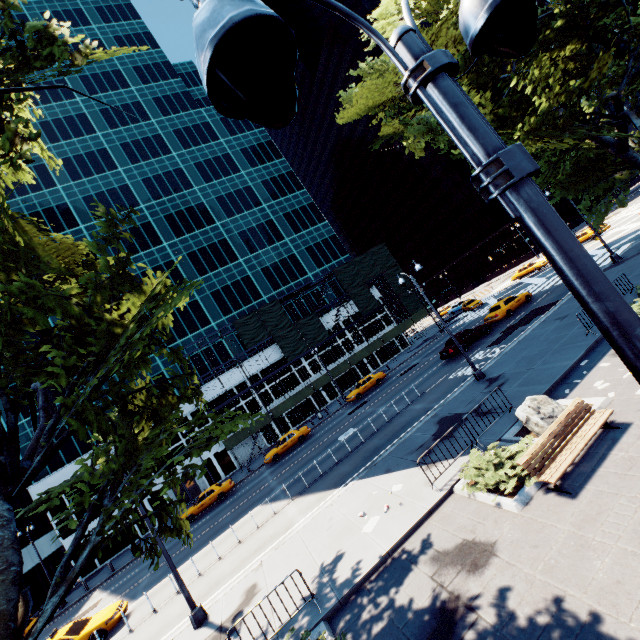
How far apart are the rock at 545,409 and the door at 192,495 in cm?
3749

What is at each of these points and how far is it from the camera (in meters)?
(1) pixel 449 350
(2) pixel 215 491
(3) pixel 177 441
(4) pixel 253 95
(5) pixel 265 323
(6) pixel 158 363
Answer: (1) vehicle, 25.69
(2) vehicle, 29.23
(3) building, 38.25
(4) light, 1.31
(5) scaffolding, 41.09
(6) building, 40.16

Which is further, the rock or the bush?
the rock

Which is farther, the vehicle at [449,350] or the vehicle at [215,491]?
the vehicle at [215,491]

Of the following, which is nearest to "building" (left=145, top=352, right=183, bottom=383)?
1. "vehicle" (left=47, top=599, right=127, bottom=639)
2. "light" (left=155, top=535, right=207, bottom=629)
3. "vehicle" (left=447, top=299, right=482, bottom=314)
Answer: "vehicle" (left=447, top=299, right=482, bottom=314)

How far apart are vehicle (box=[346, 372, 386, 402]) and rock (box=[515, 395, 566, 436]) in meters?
24.3

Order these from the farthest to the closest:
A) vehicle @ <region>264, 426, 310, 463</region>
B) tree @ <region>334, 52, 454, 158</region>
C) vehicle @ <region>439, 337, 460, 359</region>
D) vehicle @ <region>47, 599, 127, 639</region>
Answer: vehicle @ <region>264, 426, 310, 463</region> → vehicle @ <region>439, 337, 460, 359</region> → tree @ <region>334, 52, 454, 158</region> → vehicle @ <region>47, 599, 127, 639</region>

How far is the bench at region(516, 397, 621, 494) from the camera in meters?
7.7
